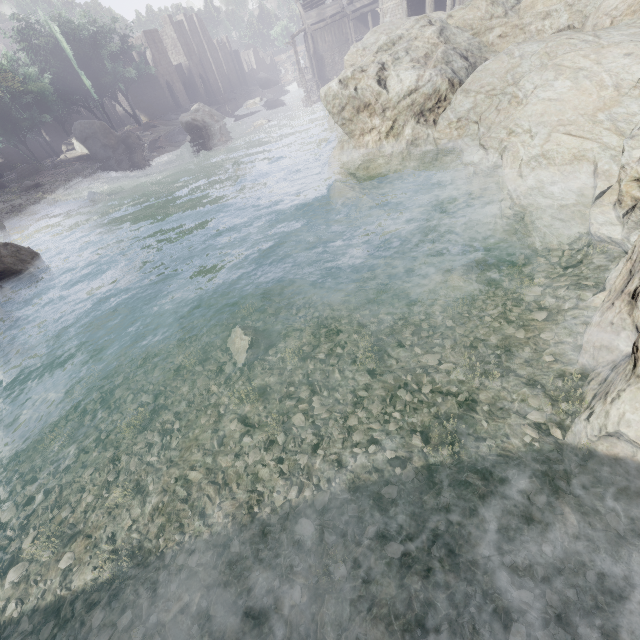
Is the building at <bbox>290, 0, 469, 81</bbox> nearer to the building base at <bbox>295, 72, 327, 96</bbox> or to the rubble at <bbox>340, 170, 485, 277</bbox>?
the building base at <bbox>295, 72, 327, 96</bbox>

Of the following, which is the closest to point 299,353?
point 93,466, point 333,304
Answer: point 333,304

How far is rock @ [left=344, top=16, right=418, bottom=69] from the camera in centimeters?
1984cm

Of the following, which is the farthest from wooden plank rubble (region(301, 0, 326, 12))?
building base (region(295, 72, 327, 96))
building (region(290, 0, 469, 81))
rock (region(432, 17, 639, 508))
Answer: rock (region(432, 17, 639, 508))

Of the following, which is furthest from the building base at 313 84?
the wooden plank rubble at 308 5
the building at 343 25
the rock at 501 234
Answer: the rock at 501 234

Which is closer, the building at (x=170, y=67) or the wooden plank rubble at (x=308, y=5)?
the wooden plank rubble at (x=308, y=5)

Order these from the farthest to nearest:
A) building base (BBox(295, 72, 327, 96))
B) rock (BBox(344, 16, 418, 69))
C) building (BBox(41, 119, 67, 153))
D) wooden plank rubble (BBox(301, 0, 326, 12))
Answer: building (BBox(41, 119, 67, 153)), wooden plank rubble (BBox(301, 0, 326, 12)), building base (BBox(295, 72, 327, 96)), rock (BBox(344, 16, 418, 69))

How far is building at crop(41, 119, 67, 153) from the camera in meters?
44.8 m
